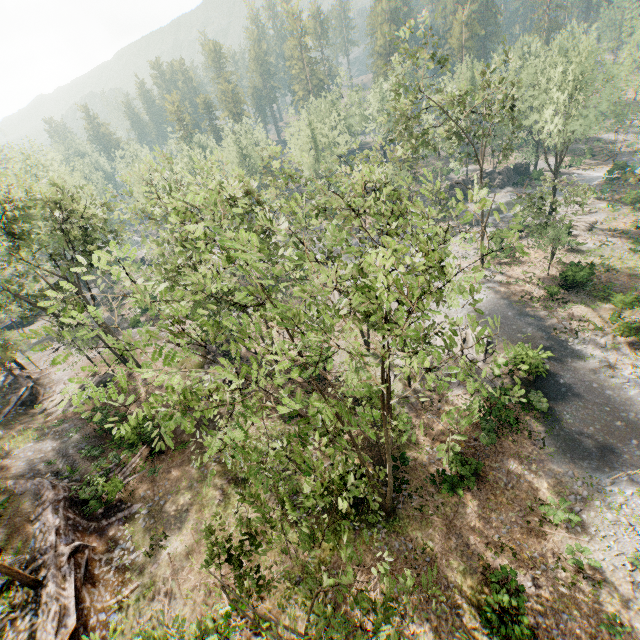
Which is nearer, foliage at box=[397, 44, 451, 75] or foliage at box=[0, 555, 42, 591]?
foliage at box=[0, 555, 42, 591]

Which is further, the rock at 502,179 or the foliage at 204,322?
the rock at 502,179

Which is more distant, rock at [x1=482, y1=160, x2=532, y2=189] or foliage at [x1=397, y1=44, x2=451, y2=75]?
rock at [x1=482, y1=160, x2=532, y2=189]

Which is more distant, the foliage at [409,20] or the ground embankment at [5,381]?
the ground embankment at [5,381]

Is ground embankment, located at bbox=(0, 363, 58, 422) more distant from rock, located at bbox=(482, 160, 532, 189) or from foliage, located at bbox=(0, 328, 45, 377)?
rock, located at bbox=(482, 160, 532, 189)

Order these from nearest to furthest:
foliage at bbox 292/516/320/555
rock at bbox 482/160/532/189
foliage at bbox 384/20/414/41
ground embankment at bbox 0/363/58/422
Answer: foliage at bbox 292/516/320/555, foliage at bbox 384/20/414/41, ground embankment at bbox 0/363/58/422, rock at bbox 482/160/532/189

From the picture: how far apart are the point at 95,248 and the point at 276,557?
24.32m

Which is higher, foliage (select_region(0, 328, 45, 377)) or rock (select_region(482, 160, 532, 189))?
foliage (select_region(0, 328, 45, 377))
